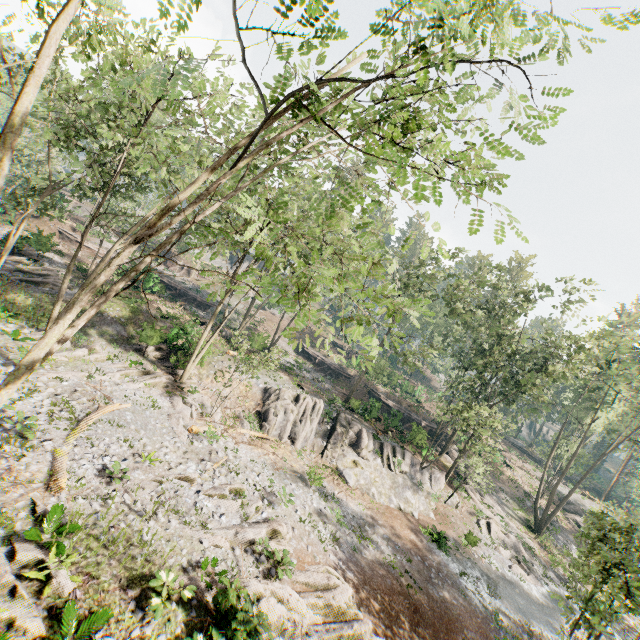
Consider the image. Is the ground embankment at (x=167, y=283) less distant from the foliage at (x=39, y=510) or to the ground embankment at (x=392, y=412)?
the foliage at (x=39, y=510)

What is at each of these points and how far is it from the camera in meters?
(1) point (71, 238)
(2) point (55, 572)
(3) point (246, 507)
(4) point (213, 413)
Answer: (1) ground embankment, 37.1 m
(2) foliage, 8.7 m
(3) foliage, 15.1 m
(4) foliage, 21.2 m

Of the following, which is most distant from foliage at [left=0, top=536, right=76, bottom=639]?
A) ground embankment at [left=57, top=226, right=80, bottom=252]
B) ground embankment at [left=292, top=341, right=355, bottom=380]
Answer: ground embankment at [left=292, top=341, right=355, bottom=380]

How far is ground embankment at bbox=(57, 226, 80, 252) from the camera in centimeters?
3625cm

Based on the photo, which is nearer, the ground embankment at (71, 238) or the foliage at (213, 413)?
the foliage at (213, 413)

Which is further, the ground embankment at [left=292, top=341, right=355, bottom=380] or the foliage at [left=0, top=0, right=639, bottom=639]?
the ground embankment at [left=292, top=341, right=355, bottom=380]

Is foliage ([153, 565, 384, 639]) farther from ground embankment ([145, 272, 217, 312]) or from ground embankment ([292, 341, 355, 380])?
ground embankment ([292, 341, 355, 380])

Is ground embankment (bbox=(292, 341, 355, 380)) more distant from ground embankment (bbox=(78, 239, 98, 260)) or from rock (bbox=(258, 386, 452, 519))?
ground embankment (bbox=(78, 239, 98, 260))
